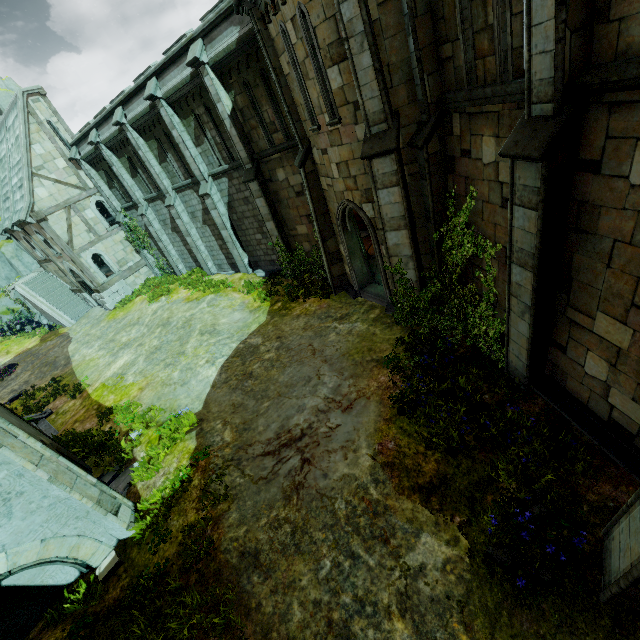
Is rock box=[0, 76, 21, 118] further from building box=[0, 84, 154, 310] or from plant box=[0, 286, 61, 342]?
building box=[0, 84, 154, 310]

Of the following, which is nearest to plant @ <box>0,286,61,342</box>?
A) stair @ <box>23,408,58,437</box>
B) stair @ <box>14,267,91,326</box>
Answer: stair @ <box>14,267,91,326</box>

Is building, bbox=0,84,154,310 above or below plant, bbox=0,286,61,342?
above

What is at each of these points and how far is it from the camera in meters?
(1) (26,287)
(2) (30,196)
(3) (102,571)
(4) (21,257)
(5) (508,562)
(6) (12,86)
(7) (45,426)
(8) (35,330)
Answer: (1) stair, 26.0
(2) building, 19.9
(3) brick, 7.1
(4) rock, 30.4
(5) plant, 5.0
(6) rock, 43.6
(7) stair, 13.9
(8) plant, 27.2

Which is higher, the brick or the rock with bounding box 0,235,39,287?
the rock with bounding box 0,235,39,287

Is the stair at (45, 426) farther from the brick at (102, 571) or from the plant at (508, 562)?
the plant at (508, 562)

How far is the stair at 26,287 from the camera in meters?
25.5 m

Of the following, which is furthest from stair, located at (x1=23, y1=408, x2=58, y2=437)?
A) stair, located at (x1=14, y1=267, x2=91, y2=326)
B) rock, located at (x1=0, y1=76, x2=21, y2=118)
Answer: rock, located at (x1=0, y1=76, x2=21, y2=118)
